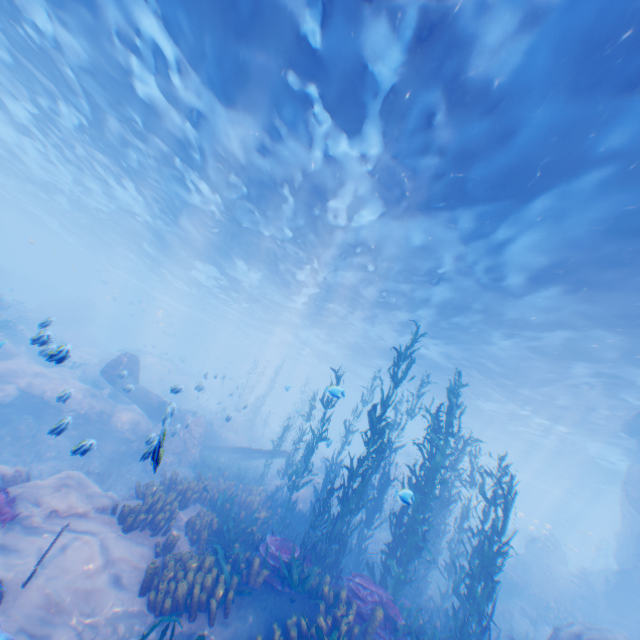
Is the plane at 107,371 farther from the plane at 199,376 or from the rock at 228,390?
the plane at 199,376

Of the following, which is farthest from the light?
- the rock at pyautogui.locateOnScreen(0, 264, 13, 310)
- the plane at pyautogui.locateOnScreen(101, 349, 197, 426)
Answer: the plane at pyautogui.locateOnScreen(101, 349, 197, 426)

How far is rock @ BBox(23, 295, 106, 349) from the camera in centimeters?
2780cm

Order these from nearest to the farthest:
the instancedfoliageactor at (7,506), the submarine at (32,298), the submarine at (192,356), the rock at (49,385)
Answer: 1. the instancedfoliageactor at (7,506)
2. the rock at (49,385)
3. the submarine at (32,298)
4. the submarine at (192,356)

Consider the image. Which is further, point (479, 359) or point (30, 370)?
point (479, 359)

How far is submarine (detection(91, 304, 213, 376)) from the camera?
52.0 meters

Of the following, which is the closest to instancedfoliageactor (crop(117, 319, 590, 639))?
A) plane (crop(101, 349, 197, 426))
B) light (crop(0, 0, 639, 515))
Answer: plane (crop(101, 349, 197, 426))
